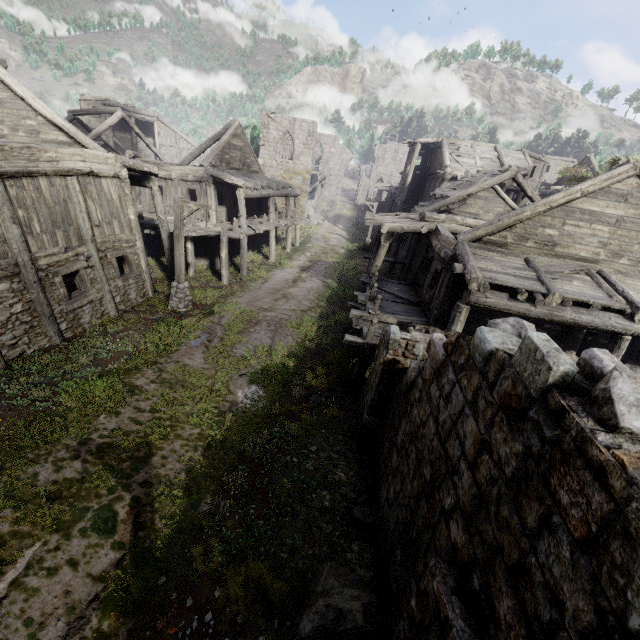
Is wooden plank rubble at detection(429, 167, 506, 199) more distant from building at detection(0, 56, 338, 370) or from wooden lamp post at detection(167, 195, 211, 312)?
wooden lamp post at detection(167, 195, 211, 312)

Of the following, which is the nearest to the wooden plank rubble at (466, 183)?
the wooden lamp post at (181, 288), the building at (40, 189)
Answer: the building at (40, 189)

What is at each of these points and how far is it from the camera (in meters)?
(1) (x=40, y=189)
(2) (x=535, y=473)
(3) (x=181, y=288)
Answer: (1) building, 9.62
(2) building, 2.44
(3) wooden lamp post, 13.86

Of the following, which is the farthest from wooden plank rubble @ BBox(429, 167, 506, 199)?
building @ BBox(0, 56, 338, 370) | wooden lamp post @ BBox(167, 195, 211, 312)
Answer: wooden lamp post @ BBox(167, 195, 211, 312)

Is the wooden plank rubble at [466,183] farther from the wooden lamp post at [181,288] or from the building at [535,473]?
the wooden lamp post at [181,288]

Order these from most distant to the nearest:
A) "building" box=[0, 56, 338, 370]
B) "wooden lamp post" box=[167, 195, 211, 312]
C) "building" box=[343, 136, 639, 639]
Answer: "wooden lamp post" box=[167, 195, 211, 312] → "building" box=[0, 56, 338, 370] → "building" box=[343, 136, 639, 639]
